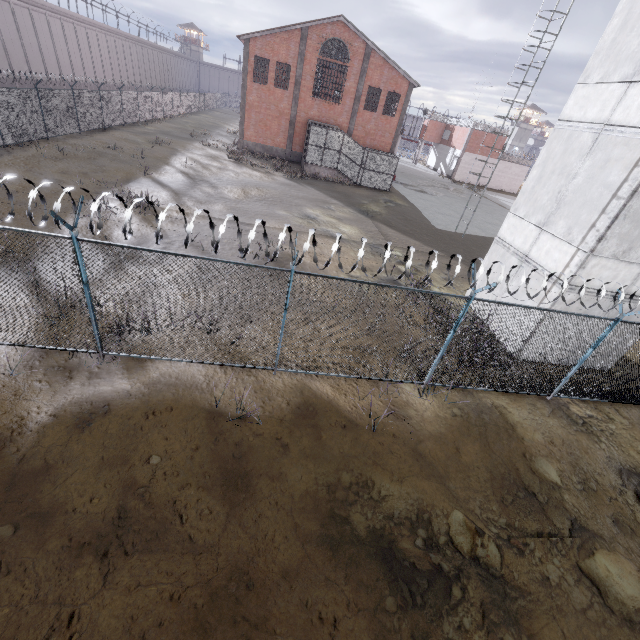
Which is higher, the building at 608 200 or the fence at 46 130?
the building at 608 200

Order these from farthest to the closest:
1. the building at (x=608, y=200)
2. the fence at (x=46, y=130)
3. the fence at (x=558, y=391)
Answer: the fence at (x=46, y=130)
the building at (x=608, y=200)
the fence at (x=558, y=391)

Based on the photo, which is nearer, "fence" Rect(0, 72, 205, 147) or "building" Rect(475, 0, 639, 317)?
"building" Rect(475, 0, 639, 317)

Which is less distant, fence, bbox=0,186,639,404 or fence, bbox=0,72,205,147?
fence, bbox=0,186,639,404

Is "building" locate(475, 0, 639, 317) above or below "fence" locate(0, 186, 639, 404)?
above

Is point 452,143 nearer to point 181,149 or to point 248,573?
point 181,149

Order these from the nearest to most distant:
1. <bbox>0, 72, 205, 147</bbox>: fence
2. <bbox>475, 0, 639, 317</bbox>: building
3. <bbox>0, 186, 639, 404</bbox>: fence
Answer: <bbox>0, 186, 639, 404</bbox>: fence
<bbox>475, 0, 639, 317</bbox>: building
<bbox>0, 72, 205, 147</bbox>: fence
